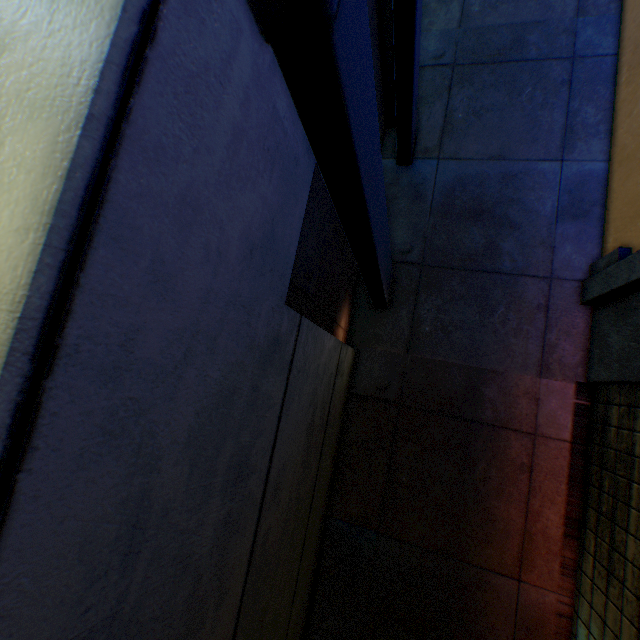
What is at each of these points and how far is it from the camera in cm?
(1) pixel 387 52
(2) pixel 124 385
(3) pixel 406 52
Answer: (1) building, 241
(2) building, 53
(3) pipe, 200

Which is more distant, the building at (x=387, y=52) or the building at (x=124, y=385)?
the building at (x=387, y=52)

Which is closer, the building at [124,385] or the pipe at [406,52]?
the building at [124,385]

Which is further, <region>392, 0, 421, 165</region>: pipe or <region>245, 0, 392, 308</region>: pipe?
<region>392, 0, 421, 165</region>: pipe

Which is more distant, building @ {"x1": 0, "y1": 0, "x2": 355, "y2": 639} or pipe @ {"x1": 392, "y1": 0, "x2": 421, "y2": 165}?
pipe @ {"x1": 392, "y1": 0, "x2": 421, "y2": 165}

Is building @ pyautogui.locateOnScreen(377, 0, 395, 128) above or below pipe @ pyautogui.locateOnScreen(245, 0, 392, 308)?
above
